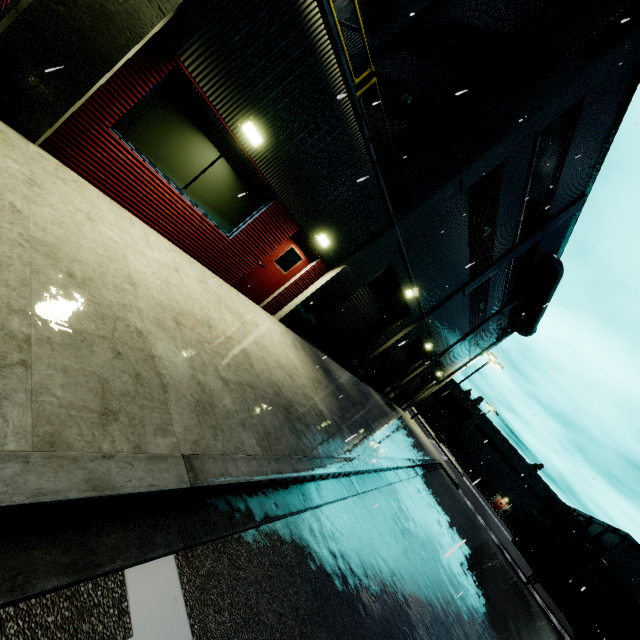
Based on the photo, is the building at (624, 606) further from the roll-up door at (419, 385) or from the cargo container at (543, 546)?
the cargo container at (543, 546)

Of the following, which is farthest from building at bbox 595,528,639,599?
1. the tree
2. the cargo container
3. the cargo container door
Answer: the cargo container door

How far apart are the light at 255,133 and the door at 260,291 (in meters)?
2.54

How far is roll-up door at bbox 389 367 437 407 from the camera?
27.41m

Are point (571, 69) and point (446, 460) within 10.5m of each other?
no

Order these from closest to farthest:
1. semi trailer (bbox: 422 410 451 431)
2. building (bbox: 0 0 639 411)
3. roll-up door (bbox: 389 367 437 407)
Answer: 1. building (bbox: 0 0 639 411)
2. roll-up door (bbox: 389 367 437 407)
3. semi trailer (bbox: 422 410 451 431)

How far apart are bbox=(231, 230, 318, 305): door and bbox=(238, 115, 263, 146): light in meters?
2.5

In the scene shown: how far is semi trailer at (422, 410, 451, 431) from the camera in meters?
57.9 m
